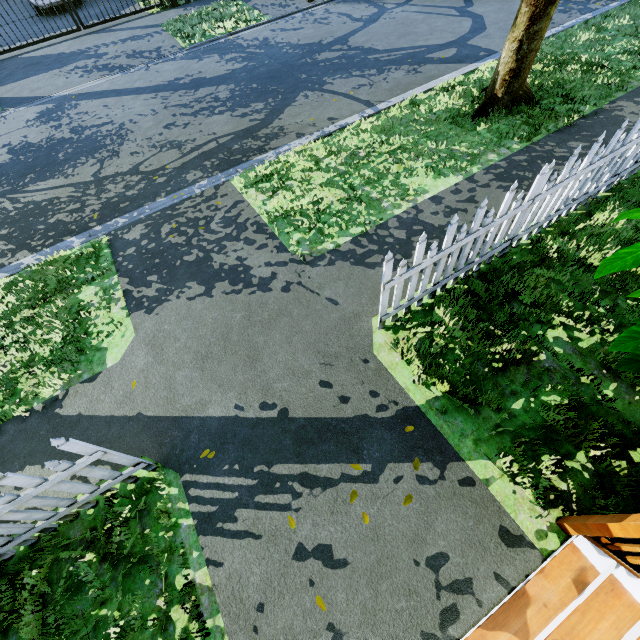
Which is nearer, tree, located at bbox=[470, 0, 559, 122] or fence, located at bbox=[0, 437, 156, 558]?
fence, located at bbox=[0, 437, 156, 558]

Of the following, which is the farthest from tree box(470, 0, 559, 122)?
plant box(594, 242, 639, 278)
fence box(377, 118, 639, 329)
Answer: plant box(594, 242, 639, 278)

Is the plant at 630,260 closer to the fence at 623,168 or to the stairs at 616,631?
the stairs at 616,631

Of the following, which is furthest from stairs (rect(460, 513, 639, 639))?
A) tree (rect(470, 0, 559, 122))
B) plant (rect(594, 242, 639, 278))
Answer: tree (rect(470, 0, 559, 122))

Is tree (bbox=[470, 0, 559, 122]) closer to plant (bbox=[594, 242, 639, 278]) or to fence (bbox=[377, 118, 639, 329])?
fence (bbox=[377, 118, 639, 329])

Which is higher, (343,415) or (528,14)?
(528,14)

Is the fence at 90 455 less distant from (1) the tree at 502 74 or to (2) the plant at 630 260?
(1) the tree at 502 74

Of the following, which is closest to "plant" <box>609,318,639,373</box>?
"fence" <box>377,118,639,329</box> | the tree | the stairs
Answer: the stairs
